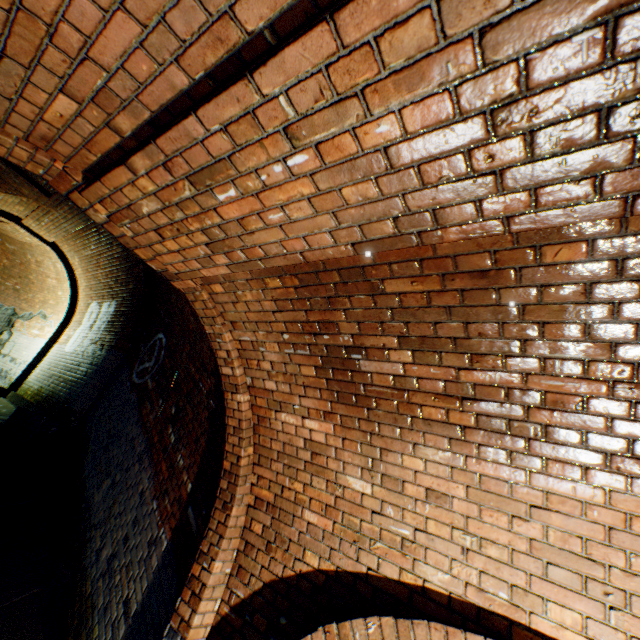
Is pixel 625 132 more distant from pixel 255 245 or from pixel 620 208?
pixel 255 245

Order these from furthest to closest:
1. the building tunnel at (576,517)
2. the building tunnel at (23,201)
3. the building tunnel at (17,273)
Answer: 1. the building tunnel at (17,273)
2. the building tunnel at (23,201)
3. the building tunnel at (576,517)

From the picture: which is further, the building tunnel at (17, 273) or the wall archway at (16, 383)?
the building tunnel at (17, 273)

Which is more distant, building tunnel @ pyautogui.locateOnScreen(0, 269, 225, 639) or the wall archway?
the wall archway

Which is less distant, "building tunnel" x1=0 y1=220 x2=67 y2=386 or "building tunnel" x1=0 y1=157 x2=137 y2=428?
"building tunnel" x1=0 y1=157 x2=137 y2=428

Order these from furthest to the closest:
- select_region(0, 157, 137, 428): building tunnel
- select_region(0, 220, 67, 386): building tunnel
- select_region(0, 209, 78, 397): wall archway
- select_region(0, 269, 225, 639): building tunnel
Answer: select_region(0, 220, 67, 386): building tunnel → select_region(0, 209, 78, 397): wall archway → select_region(0, 157, 137, 428): building tunnel → select_region(0, 269, 225, 639): building tunnel
